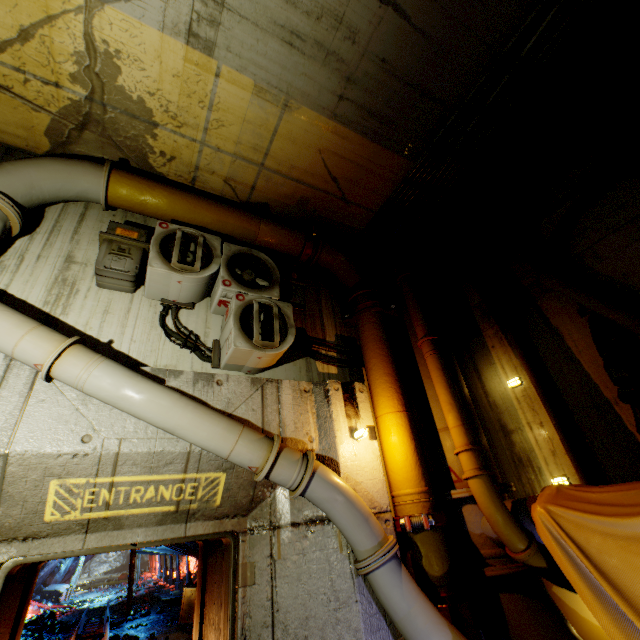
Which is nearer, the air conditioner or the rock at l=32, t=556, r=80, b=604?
the air conditioner

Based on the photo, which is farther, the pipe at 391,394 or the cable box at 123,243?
the cable box at 123,243

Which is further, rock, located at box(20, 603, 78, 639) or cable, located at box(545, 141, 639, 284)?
rock, located at box(20, 603, 78, 639)

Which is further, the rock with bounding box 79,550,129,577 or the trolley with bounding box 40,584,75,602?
the rock with bounding box 79,550,129,577

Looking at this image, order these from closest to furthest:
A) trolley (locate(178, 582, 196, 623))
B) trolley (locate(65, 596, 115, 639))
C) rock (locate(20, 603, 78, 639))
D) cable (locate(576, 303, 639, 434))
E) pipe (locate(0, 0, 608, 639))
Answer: pipe (locate(0, 0, 608, 639)) → cable (locate(576, 303, 639, 434)) → trolley (locate(65, 596, 115, 639)) → trolley (locate(178, 582, 196, 623)) → rock (locate(20, 603, 78, 639))

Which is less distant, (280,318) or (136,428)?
(136,428)

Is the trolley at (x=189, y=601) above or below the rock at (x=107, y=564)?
below

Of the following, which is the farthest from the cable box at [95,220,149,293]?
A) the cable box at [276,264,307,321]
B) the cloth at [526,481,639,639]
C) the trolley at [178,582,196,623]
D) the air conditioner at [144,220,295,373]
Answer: the trolley at [178,582,196,623]
